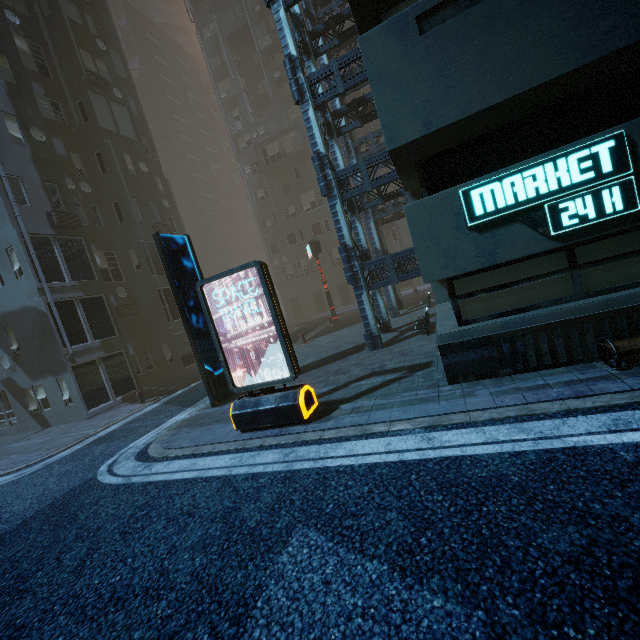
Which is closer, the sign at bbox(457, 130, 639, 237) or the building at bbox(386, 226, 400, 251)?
the sign at bbox(457, 130, 639, 237)

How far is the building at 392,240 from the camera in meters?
32.2

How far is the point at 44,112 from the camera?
17.6 meters

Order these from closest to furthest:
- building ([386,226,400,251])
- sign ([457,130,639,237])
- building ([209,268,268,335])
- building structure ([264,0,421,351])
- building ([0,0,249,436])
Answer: sign ([457,130,639,237]) < building structure ([264,0,421,351]) < building ([0,0,249,436]) < building ([386,226,400,251]) < building ([209,268,268,335])

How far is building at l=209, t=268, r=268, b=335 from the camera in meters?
50.1 m

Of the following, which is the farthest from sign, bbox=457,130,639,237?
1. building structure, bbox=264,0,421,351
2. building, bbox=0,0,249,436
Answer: building structure, bbox=264,0,421,351
